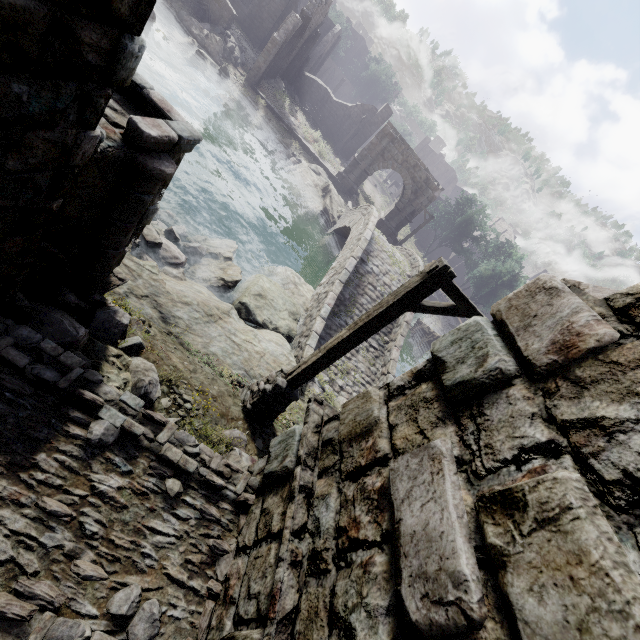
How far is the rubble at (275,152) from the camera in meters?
23.5 m

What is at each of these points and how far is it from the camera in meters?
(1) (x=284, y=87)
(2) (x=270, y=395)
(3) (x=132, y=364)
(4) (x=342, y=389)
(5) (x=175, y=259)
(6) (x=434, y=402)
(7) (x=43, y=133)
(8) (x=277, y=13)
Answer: (1) rubble, 30.4 m
(2) wooden lamp post, 6.2 m
(3) rubble, 5.0 m
(4) bridge, 11.4 m
(5) rubble, 9.0 m
(6) stone arch, 2.7 m
(7) building, 2.0 m
(8) building, 31.2 m

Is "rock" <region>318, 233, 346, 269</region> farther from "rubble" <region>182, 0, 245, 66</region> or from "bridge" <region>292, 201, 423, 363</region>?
"rubble" <region>182, 0, 245, 66</region>

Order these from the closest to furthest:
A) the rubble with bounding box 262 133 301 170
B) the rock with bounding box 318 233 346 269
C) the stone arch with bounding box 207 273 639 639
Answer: the stone arch with bounding box 207 273 639 639, the rock with bounding box 318 233 346 269, the rubble with bounding box 262 133 301 170

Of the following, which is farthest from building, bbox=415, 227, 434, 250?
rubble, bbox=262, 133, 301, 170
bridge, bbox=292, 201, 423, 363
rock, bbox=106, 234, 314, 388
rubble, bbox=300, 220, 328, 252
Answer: rubble, bbox=300, 220, 328, 252

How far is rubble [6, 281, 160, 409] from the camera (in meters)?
3.73

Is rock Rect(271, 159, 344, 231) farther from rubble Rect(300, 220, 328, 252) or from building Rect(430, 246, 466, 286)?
building Rect(430, 246, 466, 286)

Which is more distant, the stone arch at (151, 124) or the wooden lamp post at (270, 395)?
the wooden lamp post at (270, 395)
